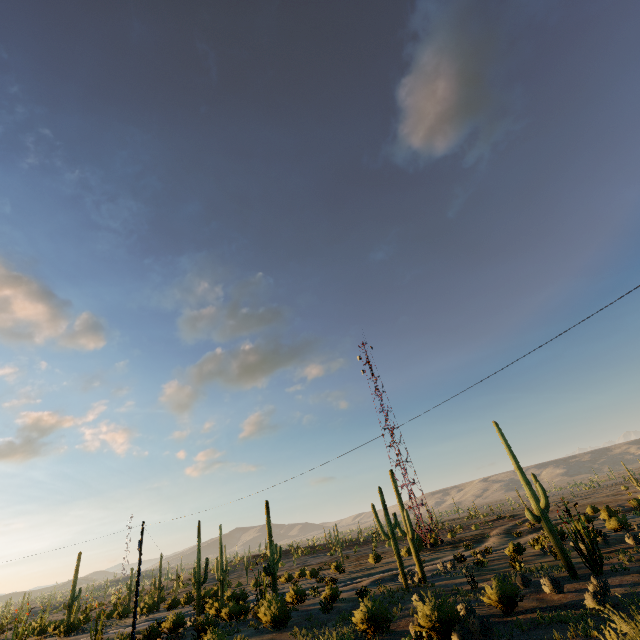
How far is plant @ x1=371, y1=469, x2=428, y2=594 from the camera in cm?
2869

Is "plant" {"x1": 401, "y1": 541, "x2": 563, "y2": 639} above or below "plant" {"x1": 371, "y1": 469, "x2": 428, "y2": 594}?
below

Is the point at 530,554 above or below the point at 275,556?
below

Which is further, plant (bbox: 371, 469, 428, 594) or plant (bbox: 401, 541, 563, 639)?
plant (bbox: 371, 469, 428, 594)

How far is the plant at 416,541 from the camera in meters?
28.7 m

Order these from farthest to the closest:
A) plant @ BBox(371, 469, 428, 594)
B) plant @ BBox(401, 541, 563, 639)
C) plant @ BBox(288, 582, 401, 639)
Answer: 1. plant @ BBox(371, 469, 428, 594)
2. plant @ BBox(288, 582, 401, 639)
3. plant @ BBox(401, 541, 563, 639)

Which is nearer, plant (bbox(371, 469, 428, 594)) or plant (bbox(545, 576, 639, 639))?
plant (bbox(545, 576, 639, 639))

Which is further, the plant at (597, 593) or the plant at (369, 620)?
the plant at (369, 620)
